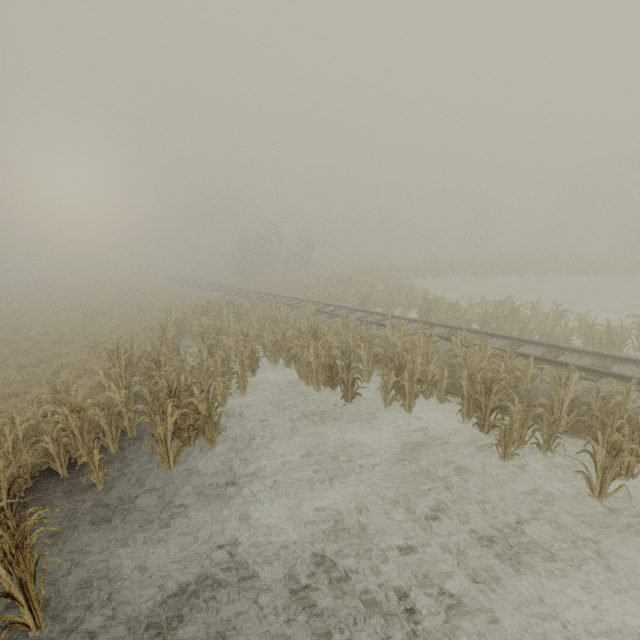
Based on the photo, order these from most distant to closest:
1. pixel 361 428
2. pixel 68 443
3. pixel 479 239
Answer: pixel 479 239 < pixel 361 428 < pixel 68 443
